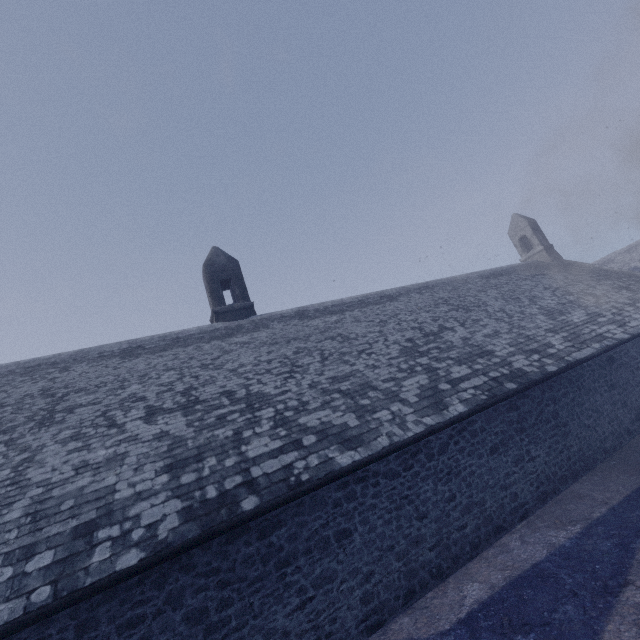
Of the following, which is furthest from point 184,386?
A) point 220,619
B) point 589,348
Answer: point 589,348
